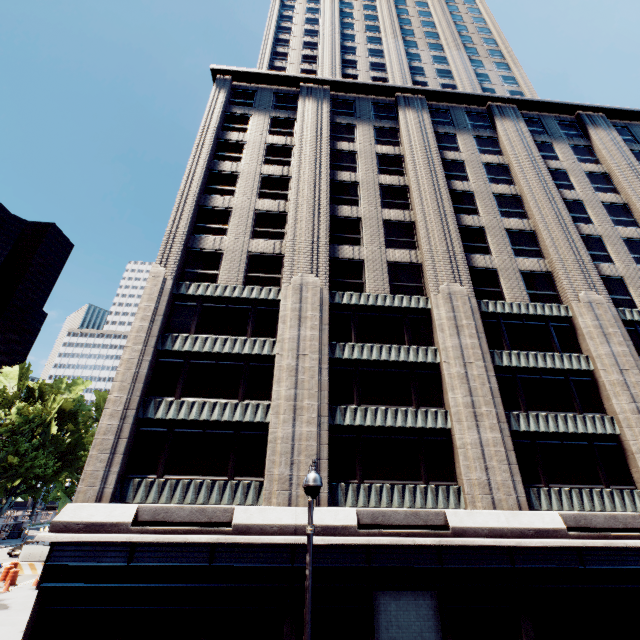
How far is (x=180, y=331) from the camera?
19.5 meters

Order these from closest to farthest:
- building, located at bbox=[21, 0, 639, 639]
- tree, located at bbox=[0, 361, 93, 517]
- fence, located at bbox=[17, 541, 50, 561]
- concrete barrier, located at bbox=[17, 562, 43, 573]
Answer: building, located at bbox=[21, 0, 639, 639] < concrete barrier, located at bbox=[17, 562, 43, 573] < fence, located at bbox=[17, 541, 50, 561] < tree, located at bbox=[0, 361, 93, 517]

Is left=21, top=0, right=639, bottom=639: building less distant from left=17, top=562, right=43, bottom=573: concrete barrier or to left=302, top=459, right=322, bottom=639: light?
left=302, top=459, right=322, bottom=639: light

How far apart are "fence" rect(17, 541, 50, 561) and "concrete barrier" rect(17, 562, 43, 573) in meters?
0.0 m

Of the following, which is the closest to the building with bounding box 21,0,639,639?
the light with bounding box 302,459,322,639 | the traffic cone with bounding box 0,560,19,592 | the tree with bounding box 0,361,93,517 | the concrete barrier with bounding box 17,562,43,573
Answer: the light with bounding box 302,459,322,639

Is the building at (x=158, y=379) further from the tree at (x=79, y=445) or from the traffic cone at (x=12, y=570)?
the traffic cone at (x=12, y=570)

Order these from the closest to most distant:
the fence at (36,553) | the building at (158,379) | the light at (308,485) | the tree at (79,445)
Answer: the light at (308,485) < the building at (158,379) < the fence at (36,553) < the tree at (79,445)
